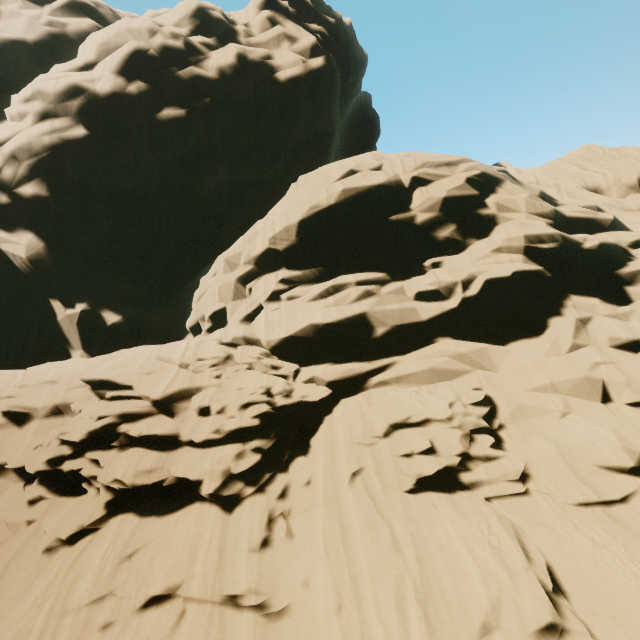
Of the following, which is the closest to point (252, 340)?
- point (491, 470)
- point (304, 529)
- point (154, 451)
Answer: point (154, 451)
